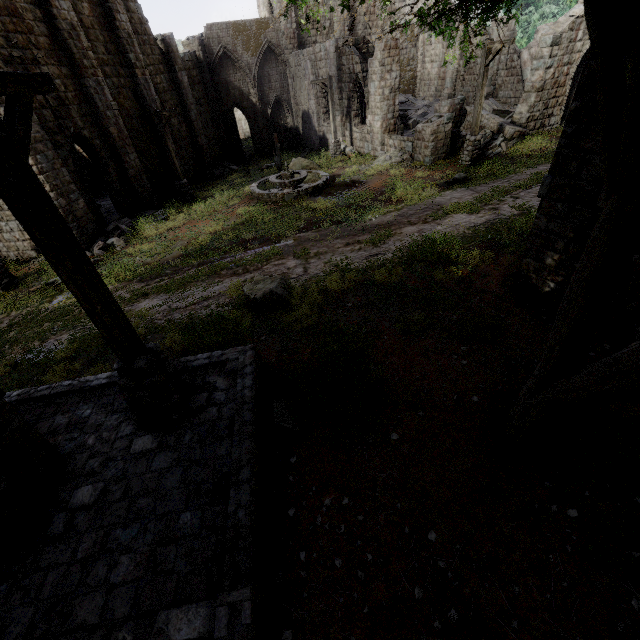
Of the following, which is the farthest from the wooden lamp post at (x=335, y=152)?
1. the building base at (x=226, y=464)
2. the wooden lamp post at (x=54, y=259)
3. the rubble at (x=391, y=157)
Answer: the wooden lamp post at (x=54, y=259)

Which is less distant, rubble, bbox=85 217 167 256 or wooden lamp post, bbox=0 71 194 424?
wooden lamp post, bbox=0 71 194 424

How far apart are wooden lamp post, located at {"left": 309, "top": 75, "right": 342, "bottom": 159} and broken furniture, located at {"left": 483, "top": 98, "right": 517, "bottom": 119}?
11.9m

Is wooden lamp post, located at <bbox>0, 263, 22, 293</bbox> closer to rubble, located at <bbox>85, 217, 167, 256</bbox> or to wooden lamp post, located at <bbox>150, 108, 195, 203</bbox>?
rubble, located at <bbox>85, 217, 167, 256</bbox>

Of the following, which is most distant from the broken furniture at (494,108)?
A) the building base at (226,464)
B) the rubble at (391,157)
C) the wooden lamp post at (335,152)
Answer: the building base at (226,464)

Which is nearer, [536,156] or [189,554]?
[189,554]

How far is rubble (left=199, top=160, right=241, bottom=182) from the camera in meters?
24.9 m

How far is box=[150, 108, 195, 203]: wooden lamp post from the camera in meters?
16.7 m
